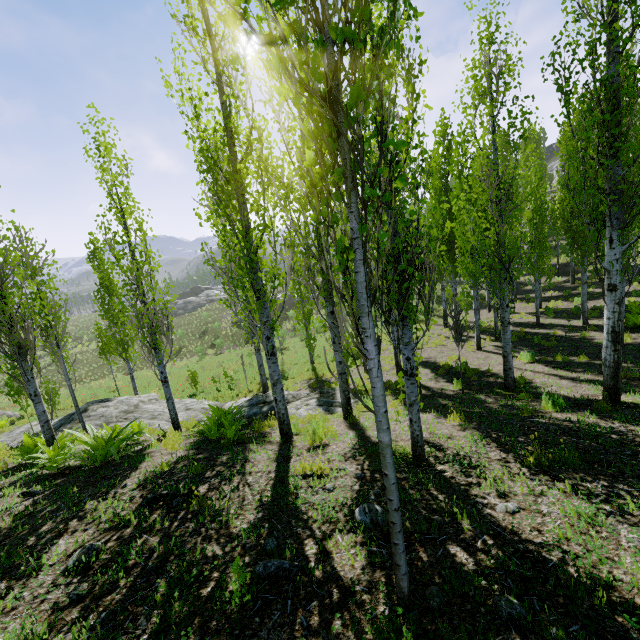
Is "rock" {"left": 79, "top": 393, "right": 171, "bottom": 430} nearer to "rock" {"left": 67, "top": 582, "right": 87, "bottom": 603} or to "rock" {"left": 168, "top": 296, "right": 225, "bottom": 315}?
"rock" {"left": 67, "top": 582, "right": 87, "bottom": 603}

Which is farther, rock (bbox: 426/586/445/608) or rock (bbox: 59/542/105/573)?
rock (bbox: 59/542/105/573)

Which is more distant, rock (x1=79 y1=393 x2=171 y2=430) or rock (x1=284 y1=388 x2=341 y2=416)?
rock (x1=79 y1=393 x2=171 y2=430)

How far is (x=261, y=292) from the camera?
5.80m

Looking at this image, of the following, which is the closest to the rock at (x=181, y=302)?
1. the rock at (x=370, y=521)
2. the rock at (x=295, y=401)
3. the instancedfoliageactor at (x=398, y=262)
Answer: the instancedfoliageactor at (x=398, y=262)

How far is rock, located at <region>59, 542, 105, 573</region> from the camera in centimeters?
324cm

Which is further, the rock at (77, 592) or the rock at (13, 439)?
the rock at (13, 439)
